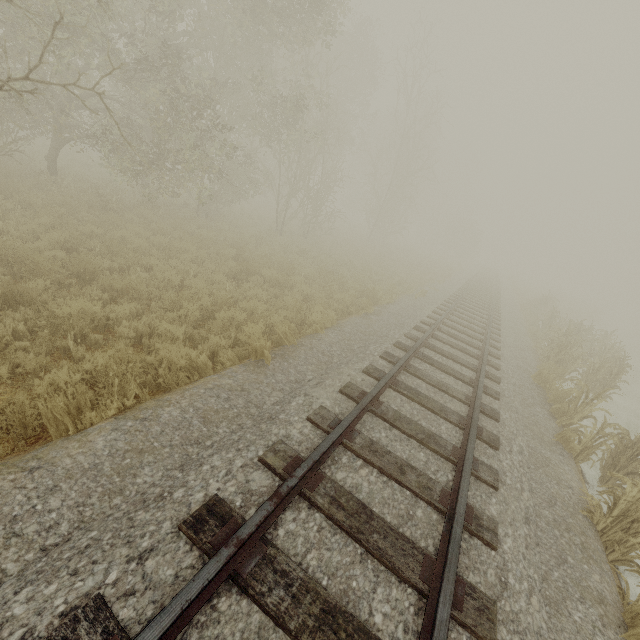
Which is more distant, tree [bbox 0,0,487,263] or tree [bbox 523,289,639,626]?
tree [bbox 0,0,487,263]

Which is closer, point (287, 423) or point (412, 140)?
point (287, 423)

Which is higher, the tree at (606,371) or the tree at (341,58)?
the tree at (341,58)

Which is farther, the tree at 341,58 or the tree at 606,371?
the tree at 341,58

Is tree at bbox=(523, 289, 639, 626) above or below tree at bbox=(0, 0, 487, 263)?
below
